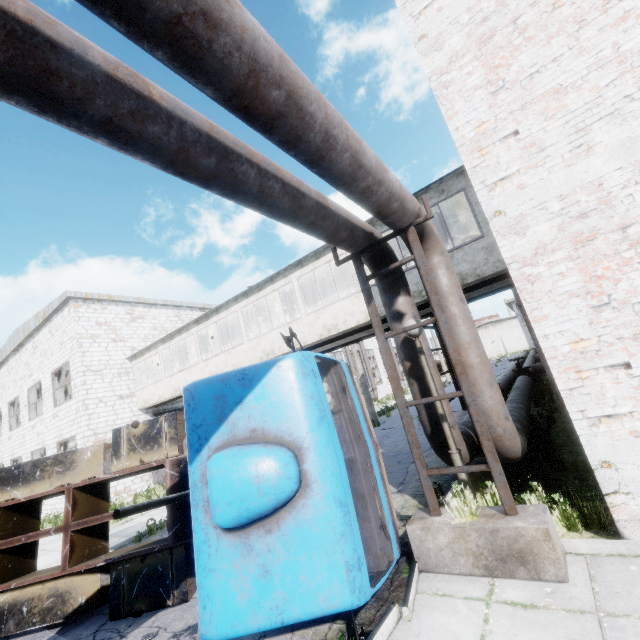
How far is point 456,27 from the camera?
5.2 meters

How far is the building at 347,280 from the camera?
14.7 meters

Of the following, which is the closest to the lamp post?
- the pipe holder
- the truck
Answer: the pipe holder

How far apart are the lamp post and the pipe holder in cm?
20

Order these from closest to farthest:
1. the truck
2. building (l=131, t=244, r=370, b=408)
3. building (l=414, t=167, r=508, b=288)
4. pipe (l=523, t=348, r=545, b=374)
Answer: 1. the truck
2. building (l=414, t=167, r=508, b=288)
3. building (l=131, t=244, r=370, b=408)
4. pipe (l=523, t=348, r=545, b=374)

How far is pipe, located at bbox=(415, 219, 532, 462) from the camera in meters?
5.0

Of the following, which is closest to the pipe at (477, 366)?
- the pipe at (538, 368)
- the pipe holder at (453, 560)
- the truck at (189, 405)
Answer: the pipe holder at (453, 560)

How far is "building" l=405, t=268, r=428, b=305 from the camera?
9.37m
